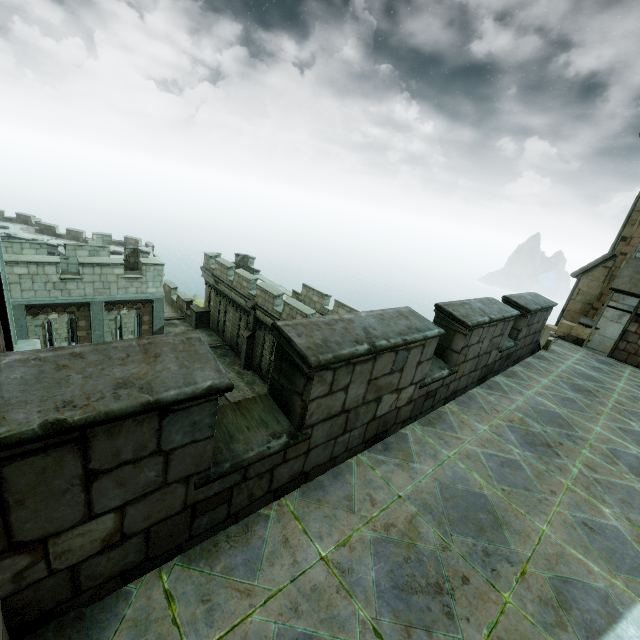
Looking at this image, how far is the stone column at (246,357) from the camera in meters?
20.4 m

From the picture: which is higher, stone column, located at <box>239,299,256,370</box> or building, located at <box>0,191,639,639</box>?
building, located at <box>0,191,639,639</box>

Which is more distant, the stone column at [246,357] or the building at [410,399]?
the stone column at [246,357]

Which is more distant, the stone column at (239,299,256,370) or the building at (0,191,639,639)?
the stone column at (239,299,256,370)

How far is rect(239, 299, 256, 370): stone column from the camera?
20.4m

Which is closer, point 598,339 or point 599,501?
point 599,501
